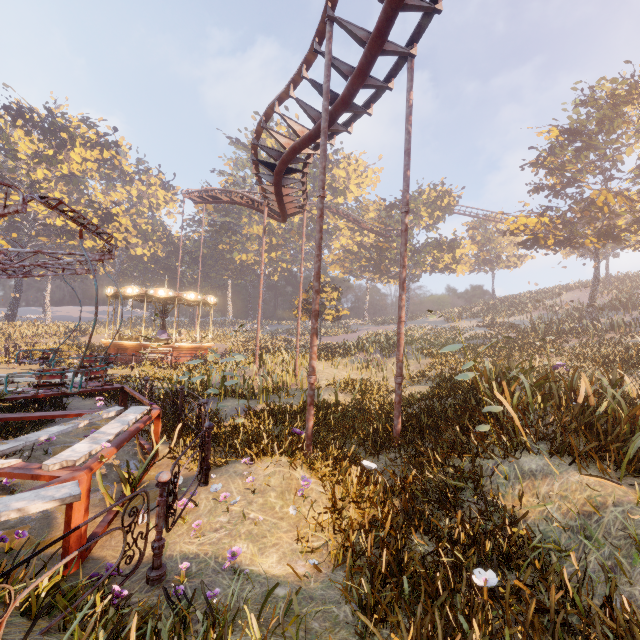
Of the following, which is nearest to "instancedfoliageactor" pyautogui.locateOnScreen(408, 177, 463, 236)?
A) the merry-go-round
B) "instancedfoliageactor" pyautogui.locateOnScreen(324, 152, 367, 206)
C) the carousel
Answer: the carousel

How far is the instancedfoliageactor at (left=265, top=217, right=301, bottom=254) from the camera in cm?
5400

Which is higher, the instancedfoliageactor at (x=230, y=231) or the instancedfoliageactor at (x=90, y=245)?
the instancedfoliageactor at (x=230, y=231)

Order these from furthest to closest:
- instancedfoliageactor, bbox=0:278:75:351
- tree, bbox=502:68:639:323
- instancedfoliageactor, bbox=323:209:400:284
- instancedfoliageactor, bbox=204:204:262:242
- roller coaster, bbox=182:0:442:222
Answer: instancedfoliageactor, bbox=204:204:262:242 < instancedfoliageactor, bbox=323:209:400:284 < instancedfoliageactor, bbox=0:278:75:351 < tree, bbox=502:68:639:323 < roller coaster, bbox=182:0:442:222

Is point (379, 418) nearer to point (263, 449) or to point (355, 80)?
point (263, 449)

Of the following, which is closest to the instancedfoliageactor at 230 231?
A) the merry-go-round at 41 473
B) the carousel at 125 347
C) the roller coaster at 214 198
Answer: the roller coaster at 214 198

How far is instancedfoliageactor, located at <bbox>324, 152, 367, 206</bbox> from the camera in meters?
54.4
